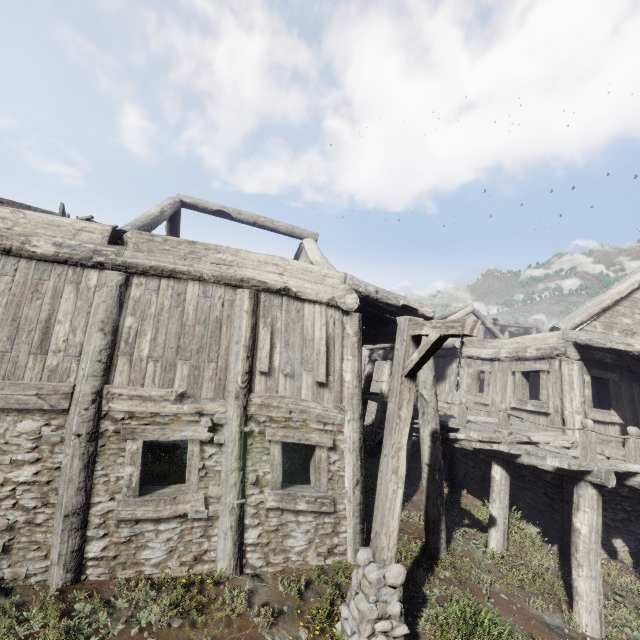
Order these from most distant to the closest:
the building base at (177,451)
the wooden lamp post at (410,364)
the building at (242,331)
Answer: the building base at (177,451) → the building at (242,331) → the wooden lamp post at (410,364)

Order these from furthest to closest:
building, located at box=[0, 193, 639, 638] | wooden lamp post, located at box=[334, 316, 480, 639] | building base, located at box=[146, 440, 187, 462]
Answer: building base, located at box=[146, 440, 187, 462]
building, located at box=[0, 193, 639, 638]
wooden lamp post, located at box=[334, 316, 480, 639]

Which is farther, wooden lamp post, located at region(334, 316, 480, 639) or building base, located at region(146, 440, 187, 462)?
building base, located at region(146, 440, 187, 462)

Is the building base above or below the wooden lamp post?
below

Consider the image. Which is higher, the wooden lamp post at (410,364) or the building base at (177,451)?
the wooden lamp post at (410,364)

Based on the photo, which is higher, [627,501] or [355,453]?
[355,453]

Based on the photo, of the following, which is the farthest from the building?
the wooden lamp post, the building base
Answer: the wooden lamp post

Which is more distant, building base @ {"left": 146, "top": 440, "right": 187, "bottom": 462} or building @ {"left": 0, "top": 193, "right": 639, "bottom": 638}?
building base @ {"left": 146, "top": 440, "right": 187, "bottom": 462}
